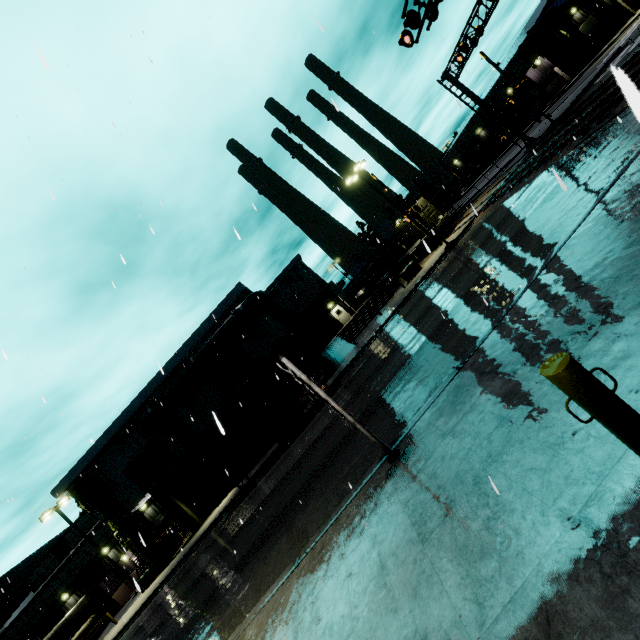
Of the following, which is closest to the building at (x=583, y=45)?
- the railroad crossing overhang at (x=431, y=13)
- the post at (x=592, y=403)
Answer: the post at (x=592, y=403)

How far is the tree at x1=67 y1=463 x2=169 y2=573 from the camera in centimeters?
2508cm

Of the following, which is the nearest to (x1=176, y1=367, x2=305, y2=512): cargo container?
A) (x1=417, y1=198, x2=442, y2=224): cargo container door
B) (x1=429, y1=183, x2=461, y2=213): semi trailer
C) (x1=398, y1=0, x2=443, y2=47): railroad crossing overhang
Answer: (x1=417, y1=198, x2=442, y2=224): cargo container door

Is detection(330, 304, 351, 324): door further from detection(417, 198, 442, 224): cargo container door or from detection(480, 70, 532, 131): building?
detection(417, 198, 442, 224): cargo container door

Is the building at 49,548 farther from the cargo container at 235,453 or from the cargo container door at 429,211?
the cargo container door at 429,211

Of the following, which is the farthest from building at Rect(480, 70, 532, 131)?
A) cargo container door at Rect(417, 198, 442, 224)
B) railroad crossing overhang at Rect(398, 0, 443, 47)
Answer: railroad crossing overhang at Rect(398, 0, 443, 47)

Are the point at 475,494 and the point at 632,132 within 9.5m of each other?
no

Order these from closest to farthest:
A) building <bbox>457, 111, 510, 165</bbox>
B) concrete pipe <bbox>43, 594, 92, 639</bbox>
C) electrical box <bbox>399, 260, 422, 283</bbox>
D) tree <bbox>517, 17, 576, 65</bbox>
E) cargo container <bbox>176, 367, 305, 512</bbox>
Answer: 1. cargo container <bbox>176, 367, 305, 512</bbox>
2. electrical box <bbox>399, 260, 422, 283</bbox>
3. concrete pipe <bbox>43, 594, 92, 639</bbox>
4. tree <bbox>517, 17, 576, 65</bbox>
5. building <bbox>457, 111, 510, 165</bbox>
